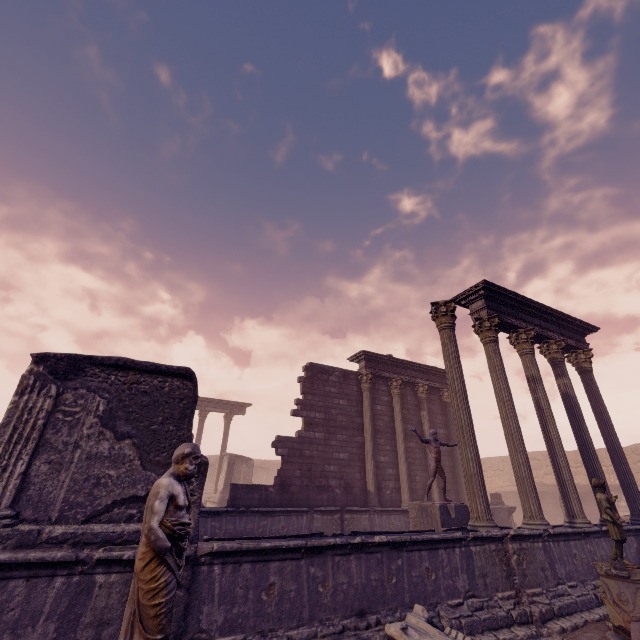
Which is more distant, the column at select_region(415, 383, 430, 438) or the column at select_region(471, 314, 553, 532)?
the column at select_region(415, 383, 430, 438)

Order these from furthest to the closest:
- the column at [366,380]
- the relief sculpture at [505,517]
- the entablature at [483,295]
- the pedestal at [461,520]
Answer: the relief sculpture at [505,517] → the column at [366,380] → the entablature at [483,295] → the pedestal at [461,520]

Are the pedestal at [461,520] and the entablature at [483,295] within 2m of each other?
no

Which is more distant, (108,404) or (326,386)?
(326,386)

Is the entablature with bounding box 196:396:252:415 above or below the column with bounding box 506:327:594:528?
above

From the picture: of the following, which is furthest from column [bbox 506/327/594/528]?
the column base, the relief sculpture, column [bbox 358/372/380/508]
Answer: the relief sculpture

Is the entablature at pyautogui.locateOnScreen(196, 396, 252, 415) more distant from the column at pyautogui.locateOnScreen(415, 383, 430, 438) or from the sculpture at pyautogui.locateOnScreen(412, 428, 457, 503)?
the sculpture at pyautogui.locateOnScreen(412, 428, 457, 503)

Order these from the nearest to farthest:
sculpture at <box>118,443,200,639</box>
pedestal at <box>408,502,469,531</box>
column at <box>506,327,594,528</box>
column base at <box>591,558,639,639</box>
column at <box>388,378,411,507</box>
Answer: sculpture at <box>118,443,200,639</box> → column base at <box>591,558,639,639</box> → column at <box>506,327,594,528</box> → pedestal at <box>408,502,469,531</box> → column at <box>388,378,411,507</box>
